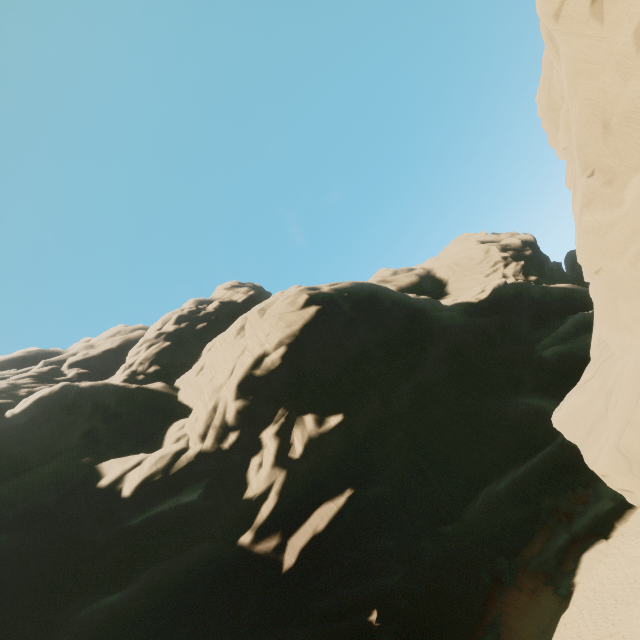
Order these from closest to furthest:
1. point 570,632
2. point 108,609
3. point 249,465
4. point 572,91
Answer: point 572,91 → point 570,632 → point 108,609 → point 249,465

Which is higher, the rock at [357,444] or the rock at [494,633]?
the rock at [357,444]

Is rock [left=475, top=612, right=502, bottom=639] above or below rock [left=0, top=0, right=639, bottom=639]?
below

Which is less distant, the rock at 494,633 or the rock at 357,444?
the rock at 357,444

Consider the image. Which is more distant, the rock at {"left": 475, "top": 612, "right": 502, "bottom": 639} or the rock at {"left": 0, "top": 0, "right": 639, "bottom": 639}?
the rock at {"left": 475, "top": 612, "right": 502, "bottom": 639}
